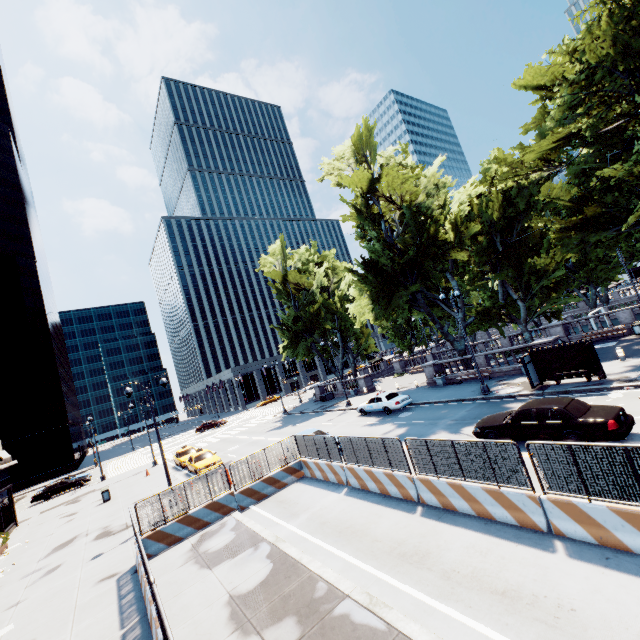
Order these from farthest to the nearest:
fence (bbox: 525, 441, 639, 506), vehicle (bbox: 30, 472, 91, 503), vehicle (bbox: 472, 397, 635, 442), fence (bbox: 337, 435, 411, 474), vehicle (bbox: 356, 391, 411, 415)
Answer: vehicle (bbox: 30, 472, 91, 503), vehicle (bbox: 356, 391, 411, 415), fence (bbox: 337, 435, 411, 474), vehicle (bbox: 472, 397, 635, 442), fence (bbox: 525, 441, 639, 506)

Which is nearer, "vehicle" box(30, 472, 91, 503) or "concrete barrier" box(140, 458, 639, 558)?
"concrete barrier" box(140, 458, 639, 558)

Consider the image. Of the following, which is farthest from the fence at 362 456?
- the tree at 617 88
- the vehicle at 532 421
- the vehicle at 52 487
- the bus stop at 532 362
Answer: the vehicle at 52 487

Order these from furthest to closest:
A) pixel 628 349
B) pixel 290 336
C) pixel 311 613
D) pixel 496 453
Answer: pixel 290 336, pixel 628 349, pixel 496 453, pixel 311 613

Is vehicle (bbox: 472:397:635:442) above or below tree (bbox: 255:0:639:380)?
below

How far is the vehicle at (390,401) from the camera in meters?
24.5

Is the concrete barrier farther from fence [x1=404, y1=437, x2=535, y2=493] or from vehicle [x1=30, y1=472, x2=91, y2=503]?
vehicle [x1=30, y1=472, x2=91, y2=503]

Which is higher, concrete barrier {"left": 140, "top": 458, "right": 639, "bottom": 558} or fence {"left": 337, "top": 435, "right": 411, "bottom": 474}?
fence {"left": 337, "top": 435, "right": 411, "bottom": 474}
